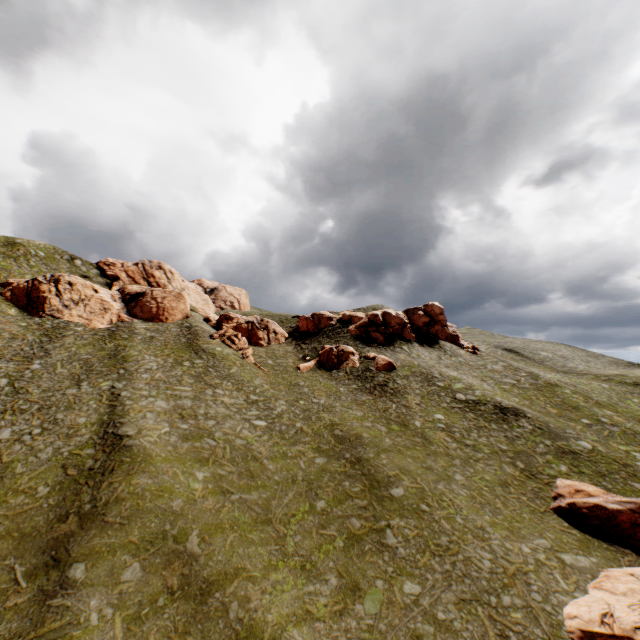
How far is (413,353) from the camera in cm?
5250

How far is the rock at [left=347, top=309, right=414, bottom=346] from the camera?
54.3m

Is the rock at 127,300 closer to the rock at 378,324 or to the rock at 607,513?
the rock at 378,324

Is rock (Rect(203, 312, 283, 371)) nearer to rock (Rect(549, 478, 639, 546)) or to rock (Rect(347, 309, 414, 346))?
rock (Rect(347, 309, 414, 346))

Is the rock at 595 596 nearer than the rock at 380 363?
Yes

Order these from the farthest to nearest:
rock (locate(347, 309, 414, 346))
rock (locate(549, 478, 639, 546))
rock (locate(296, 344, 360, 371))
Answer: rock (locate(347, 309, 414, 346)) < rock (locate(296, 344, 360, 371)) < rock (locate(549, 478, 639, 546))

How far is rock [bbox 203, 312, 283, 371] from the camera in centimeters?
4866cm
